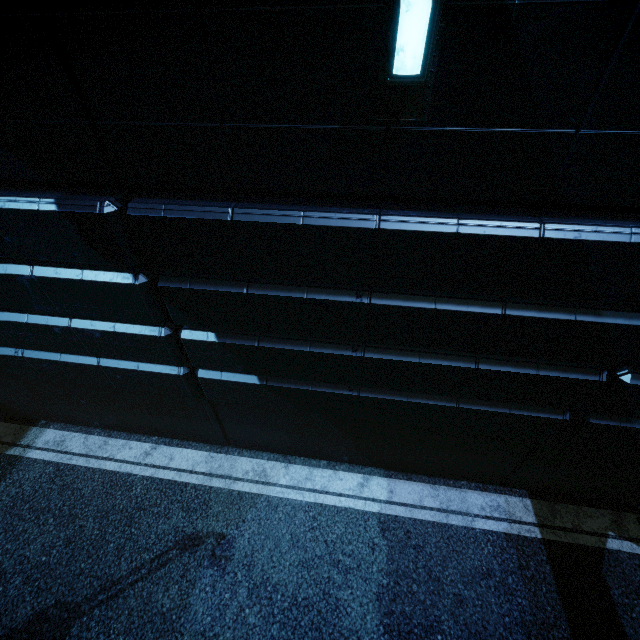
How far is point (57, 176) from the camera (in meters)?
3.50
